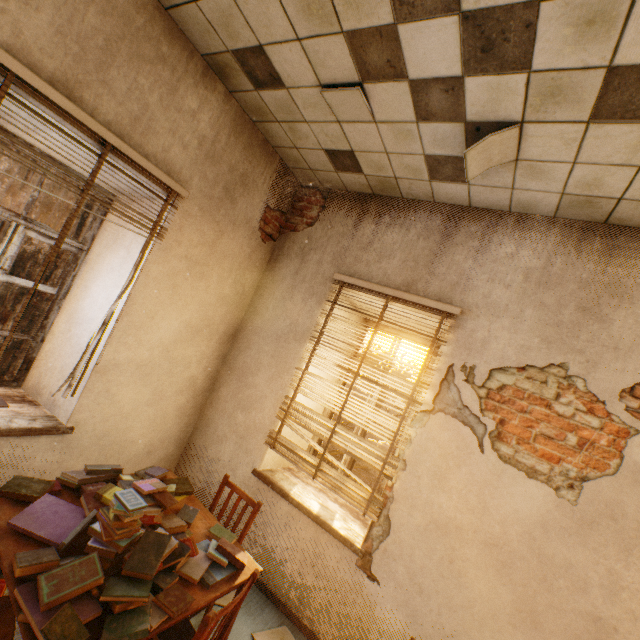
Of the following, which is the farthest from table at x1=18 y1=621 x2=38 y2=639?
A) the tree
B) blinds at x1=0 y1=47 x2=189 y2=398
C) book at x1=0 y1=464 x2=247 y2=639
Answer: the tree

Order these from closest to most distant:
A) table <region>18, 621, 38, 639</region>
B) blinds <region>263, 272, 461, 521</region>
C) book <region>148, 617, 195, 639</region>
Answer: table <region>18, 621, 38, 639</region> → book <region>148, 617, 195, 639</region> → blinds <region>263, 272, 461, 521</region>

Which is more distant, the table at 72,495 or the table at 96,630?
the table at 72,495

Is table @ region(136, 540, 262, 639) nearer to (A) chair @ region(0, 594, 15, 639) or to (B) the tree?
(A) chair @ region(0, 594, 15, 639)

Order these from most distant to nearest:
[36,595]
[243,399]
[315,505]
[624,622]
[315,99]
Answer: [243,399], [315,505], [315,99], [624,622], [36,595]

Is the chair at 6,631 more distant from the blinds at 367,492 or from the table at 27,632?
the blinds at 367,492

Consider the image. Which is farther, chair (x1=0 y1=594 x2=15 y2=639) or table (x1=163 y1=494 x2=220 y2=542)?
table (x1=163 y1=494 x2=220 y2=542)

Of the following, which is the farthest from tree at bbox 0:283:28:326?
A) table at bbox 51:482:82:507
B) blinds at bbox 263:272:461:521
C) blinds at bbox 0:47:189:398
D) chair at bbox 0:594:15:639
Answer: blinds at bbox 0:47:189:398
